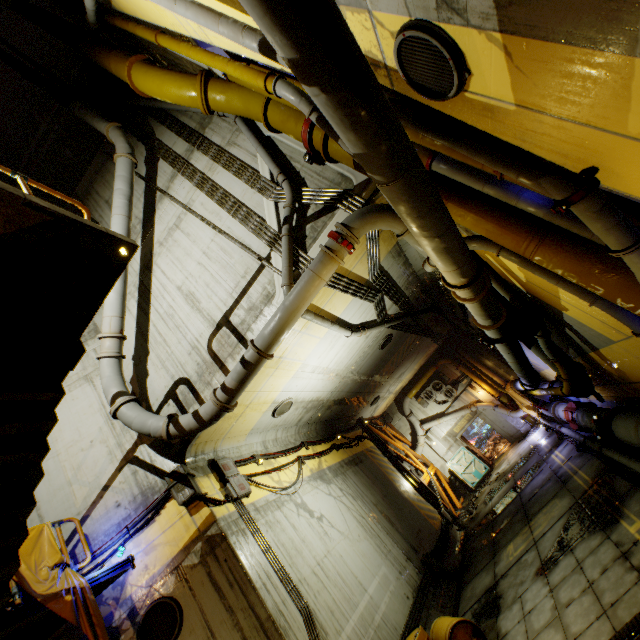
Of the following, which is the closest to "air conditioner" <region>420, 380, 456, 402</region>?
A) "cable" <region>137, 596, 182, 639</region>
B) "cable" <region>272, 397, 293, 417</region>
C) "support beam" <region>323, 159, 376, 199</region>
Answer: "cable" <region>272, 397, 293, 417</region>

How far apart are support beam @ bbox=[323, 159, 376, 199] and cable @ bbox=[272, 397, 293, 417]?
6.4m

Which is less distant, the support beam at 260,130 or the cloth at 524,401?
the support beam at 260,130

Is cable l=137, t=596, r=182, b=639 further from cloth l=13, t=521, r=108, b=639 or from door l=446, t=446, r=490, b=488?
door l=446, t=446, r=490, b=488

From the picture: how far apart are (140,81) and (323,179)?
5.8 meters

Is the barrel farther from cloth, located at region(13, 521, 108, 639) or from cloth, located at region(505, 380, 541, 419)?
cloth, located at region(505, 380, 541, 419)

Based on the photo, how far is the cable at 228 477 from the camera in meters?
7.1 m

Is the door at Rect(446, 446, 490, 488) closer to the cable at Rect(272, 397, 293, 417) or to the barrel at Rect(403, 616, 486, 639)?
the barrel at Rect(403, 616, 486, 639)
